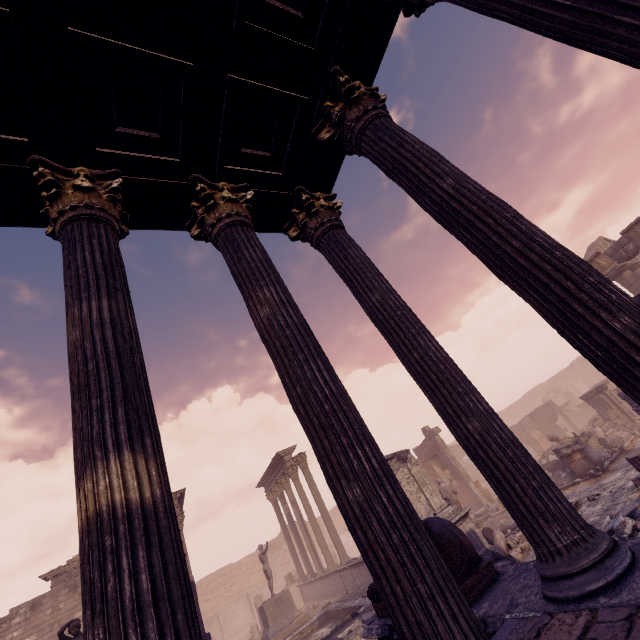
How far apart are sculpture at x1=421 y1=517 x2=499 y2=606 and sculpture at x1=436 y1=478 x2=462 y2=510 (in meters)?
8.76

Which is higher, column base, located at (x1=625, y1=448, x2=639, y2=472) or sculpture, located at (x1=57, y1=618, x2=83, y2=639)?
sculpture, located at (x1=57, y1=618, x2=83, y2=639)

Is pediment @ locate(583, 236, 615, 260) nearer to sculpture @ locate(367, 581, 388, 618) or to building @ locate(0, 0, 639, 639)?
building @ locate(0, 0, 639, 639)

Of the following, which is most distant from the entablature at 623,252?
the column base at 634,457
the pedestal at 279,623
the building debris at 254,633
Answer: the building debris at 254,633

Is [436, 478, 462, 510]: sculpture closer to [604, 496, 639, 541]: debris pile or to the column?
[604, 496, 639, 541]: debris pile

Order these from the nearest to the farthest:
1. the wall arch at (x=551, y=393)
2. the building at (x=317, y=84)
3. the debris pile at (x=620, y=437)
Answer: the building at (x=317, y=84) < the debris pile at (x=620, y=437) < the wall arch at (x=551, y=393)

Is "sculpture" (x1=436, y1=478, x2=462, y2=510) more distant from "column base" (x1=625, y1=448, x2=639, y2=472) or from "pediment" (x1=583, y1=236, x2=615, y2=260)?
"pediment" (x1=583, y1=236, x2=615, y2=260)

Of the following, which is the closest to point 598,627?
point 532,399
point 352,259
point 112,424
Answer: point 112,424
